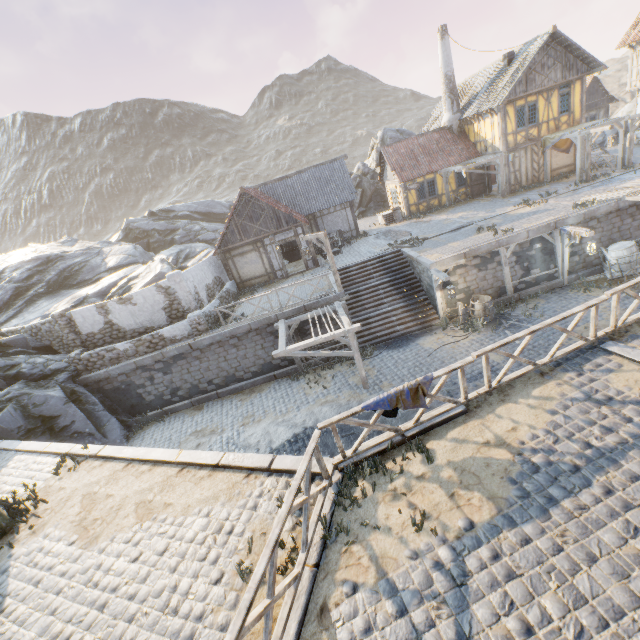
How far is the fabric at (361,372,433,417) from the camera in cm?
624

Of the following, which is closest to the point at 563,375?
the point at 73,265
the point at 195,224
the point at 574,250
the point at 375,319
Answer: the point at 375,319

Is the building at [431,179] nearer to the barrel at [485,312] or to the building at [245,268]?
the building at [245,268]

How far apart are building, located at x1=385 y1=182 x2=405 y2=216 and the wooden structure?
11.51m

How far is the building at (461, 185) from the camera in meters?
25.5

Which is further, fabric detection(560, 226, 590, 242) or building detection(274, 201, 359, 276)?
building detection(274, 201, 359, 276)

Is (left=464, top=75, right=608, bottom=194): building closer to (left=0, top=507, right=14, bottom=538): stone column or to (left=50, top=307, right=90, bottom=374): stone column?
(left=50, top=307, right=90, bottom=374): stone column

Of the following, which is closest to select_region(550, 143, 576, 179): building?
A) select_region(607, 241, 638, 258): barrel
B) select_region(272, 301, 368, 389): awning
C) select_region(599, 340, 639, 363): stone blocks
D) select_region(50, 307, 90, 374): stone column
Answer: select_region(607, 241, 638, 258): barrel
